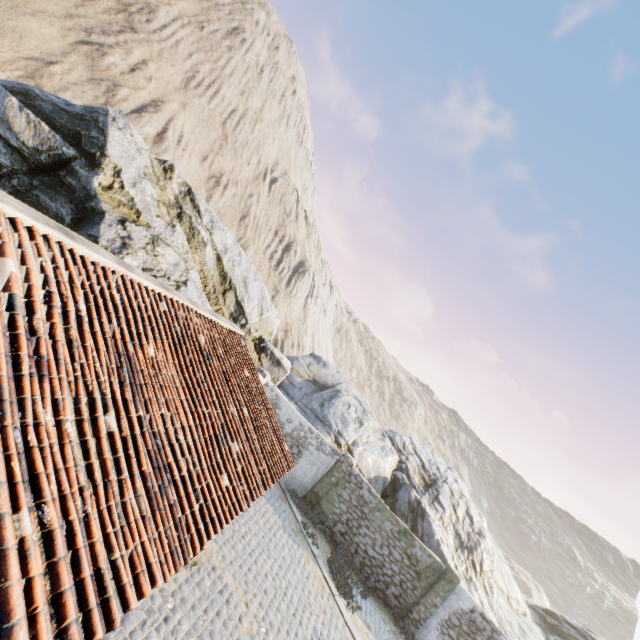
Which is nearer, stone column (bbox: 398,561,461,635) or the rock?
the rock

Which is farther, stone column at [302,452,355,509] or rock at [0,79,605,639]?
stone column at [302,452,355,509]

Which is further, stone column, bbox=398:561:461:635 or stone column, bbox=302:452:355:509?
stone column, bbox=302:452:355:509

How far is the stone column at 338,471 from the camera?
15.4m

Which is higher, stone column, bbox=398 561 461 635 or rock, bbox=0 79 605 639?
rock, bbox=0 79 605 639

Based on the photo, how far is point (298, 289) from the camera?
44.22m

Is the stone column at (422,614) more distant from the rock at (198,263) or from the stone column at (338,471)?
the stone column at (338,471)

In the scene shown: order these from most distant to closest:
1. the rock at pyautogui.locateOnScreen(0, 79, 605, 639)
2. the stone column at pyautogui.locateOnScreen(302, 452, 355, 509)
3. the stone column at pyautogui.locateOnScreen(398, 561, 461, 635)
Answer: the stone column at pyautogui.locateOnScreen(302, 452, 355, 509)
the stone column at pyautogui.locateOnScreen(398, 561, 461, 635)
the rock at pyautogui.locateOnScreen(0, 79, 605, 639)
